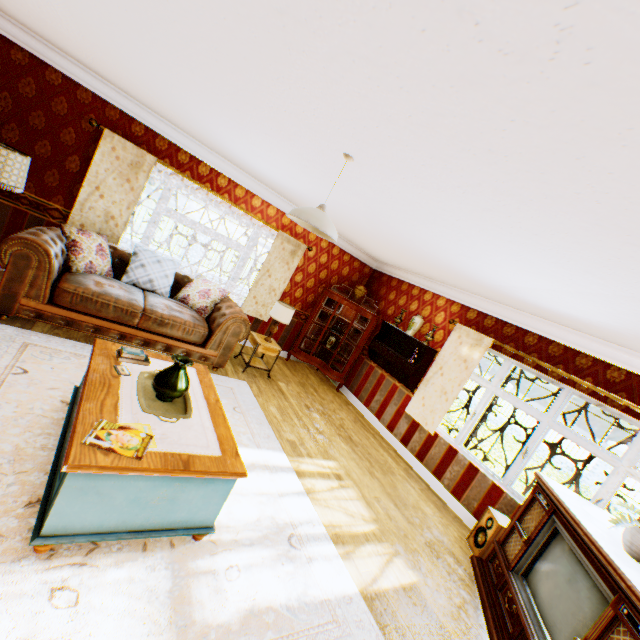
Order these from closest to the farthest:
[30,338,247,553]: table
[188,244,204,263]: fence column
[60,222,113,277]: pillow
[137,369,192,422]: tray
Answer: [30,338,247,553]: table, [137,369,192,422]: tray, [60,222,113,277]: pillow, [188,244,204,263]: fence column

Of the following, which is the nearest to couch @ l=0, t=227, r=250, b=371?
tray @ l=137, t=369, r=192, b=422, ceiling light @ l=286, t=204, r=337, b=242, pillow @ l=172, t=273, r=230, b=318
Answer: pillow @ l=172, t=273, r=230, b=318

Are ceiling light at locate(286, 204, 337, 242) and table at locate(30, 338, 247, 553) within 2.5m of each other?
yes

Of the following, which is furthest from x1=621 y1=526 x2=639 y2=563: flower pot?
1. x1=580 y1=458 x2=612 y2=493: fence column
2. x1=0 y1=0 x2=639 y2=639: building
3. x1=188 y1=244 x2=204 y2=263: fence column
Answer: x1=580 y1=458 x2=612 y2=493: fence column

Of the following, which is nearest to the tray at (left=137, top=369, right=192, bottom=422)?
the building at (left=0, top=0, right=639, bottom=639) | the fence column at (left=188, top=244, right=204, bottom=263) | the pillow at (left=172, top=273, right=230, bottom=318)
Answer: the building at (left=0, top=0, right=639, bottom=639)

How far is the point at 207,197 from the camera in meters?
5.8

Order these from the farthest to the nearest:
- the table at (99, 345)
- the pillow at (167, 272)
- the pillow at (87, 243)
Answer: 1. the pillow at (167, 272)
2. the pillow at (87, 243)
3. the table at (99, 345)

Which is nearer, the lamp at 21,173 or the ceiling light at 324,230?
the ceiling light at 324,230
